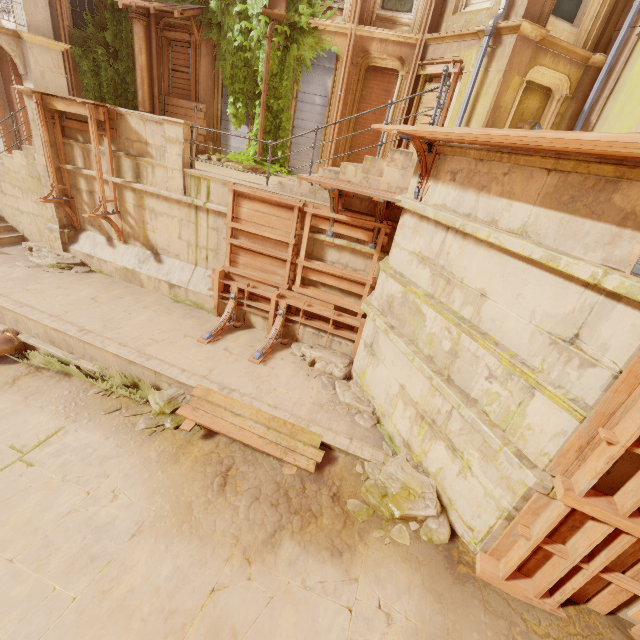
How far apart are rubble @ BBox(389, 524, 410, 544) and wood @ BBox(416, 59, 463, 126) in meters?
9.1 m

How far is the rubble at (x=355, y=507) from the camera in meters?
4.9

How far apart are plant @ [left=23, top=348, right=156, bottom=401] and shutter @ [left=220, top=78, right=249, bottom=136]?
9.8 meters

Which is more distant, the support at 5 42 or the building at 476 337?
the support at 5 42

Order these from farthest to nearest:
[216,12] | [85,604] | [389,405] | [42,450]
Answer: [216,12] < [389,405] < [42,450] < [85,604]

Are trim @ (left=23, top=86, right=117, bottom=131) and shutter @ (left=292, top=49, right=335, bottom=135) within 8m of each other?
yes

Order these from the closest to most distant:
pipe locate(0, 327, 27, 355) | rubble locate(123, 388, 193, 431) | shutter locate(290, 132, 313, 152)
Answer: rubble locate(123, 388, 193, 431) → pipe locate(0, 327, 27, 355) → shutter locate(290, 132, 313, 152)

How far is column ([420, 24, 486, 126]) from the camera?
8.7m
